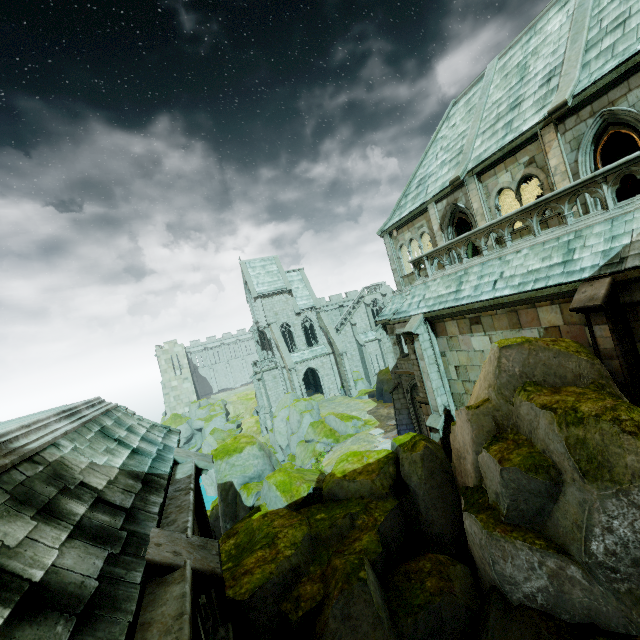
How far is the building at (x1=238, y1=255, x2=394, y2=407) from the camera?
42.3m

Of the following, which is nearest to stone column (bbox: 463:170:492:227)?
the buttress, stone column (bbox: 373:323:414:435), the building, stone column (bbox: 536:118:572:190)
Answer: stone column (bbox: 536:118:572:190)

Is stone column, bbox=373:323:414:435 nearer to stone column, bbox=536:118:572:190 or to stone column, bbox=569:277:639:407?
stone column, bbox=536:118:572:190

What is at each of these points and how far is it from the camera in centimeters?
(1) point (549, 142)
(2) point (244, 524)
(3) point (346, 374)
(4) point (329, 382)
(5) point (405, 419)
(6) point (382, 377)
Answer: (1) stone column, 1116cm
(2) rock, 995cm
(3) buttress, 4038cm
(4) building, 4375cm
(5) stone column, 2131cm
(6) rock, 3534cm

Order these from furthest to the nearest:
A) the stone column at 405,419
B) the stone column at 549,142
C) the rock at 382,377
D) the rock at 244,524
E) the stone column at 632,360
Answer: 1. the rock at 382,377
2. the stone column at 405,419
3. the stone column at 549,142
4. the stone column at 632,360
5. the rock at 244,524

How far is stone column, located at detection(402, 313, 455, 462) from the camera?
13.73m

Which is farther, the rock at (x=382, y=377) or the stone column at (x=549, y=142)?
the rock at (x=382, y=377)

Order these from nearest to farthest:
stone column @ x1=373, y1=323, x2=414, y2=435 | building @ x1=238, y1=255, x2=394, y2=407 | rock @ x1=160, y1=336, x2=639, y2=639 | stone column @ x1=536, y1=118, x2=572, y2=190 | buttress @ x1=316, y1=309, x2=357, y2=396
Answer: rock @ x1=160, y1=336, x2=639, y2=639, stone column @ x1=536, y1=118, x2=572, y2=190, stone column @ x1=373, y1=323, x2=414, y2=435, buttress @ x1=316, y1=309, x2=357, y2=396, building @ x1=238, y1=255, x2=394, y2=407
